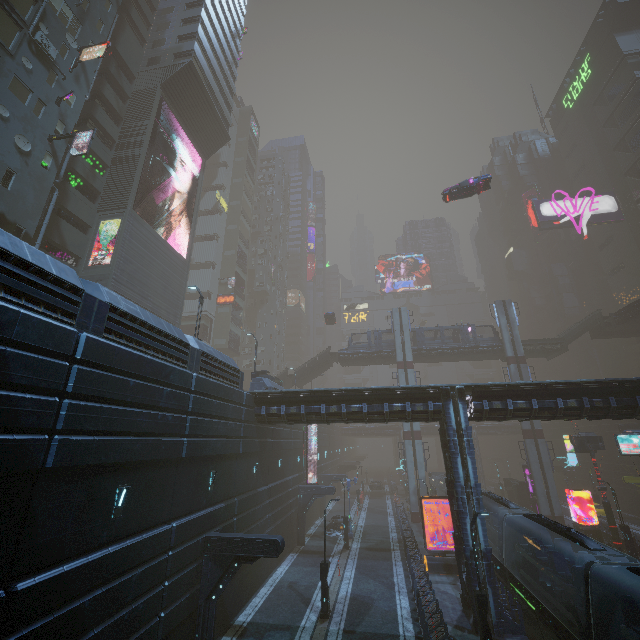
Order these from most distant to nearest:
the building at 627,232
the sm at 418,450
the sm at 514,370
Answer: the building at 627,232
the sm at 514,370
the sm at 418,450

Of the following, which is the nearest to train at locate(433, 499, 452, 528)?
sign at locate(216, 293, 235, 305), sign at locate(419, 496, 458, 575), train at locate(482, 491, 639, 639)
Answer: train at locate(482, 491, 639, 639)

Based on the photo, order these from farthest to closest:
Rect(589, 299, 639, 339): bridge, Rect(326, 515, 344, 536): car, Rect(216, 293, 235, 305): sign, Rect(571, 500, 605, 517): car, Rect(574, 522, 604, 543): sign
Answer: Rect(216, 293, 235, 305): sign → Rect(589, 299, 639, 339): bridge → Rect(571, 500, 605, 517): car → Rect(326, 515, 344, 536): car → Rect(574, 522, 604, 543): sign

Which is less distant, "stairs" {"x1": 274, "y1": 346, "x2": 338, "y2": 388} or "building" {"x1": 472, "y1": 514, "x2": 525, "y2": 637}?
"building" {"x1": 472, "y1": 514, "x2": 525, "y2": 637}

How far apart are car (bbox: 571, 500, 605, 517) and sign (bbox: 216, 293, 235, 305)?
55.9 meters

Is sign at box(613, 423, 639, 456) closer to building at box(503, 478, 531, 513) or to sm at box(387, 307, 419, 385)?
building at box(503, 478, 531, 513)

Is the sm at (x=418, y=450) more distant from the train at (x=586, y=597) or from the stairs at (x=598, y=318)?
the stairs at (x=598, y=318)

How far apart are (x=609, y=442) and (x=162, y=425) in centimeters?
5710cm
